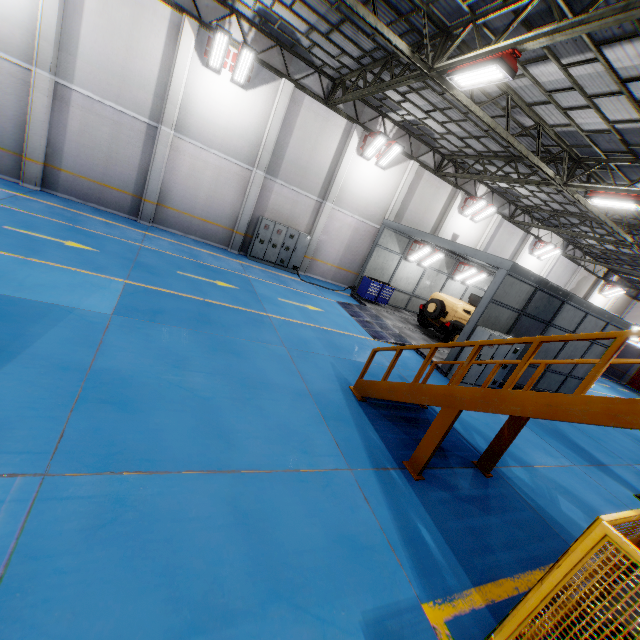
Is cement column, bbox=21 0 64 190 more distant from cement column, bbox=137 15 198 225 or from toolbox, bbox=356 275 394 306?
toolbox, bbox=356 275 394 306

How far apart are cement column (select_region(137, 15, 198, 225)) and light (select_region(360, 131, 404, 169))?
8.22m

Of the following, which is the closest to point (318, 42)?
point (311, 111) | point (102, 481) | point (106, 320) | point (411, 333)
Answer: point (311, 111)

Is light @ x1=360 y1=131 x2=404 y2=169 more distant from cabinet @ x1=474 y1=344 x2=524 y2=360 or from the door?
the door

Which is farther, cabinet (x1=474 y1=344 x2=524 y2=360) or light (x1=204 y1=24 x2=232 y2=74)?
light (x1=204 y1=24 x2=232 y2=74)

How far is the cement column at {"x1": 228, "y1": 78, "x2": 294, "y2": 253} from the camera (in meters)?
14.19

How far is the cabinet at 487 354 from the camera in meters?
10.9 m

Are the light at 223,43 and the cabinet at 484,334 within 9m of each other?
no
